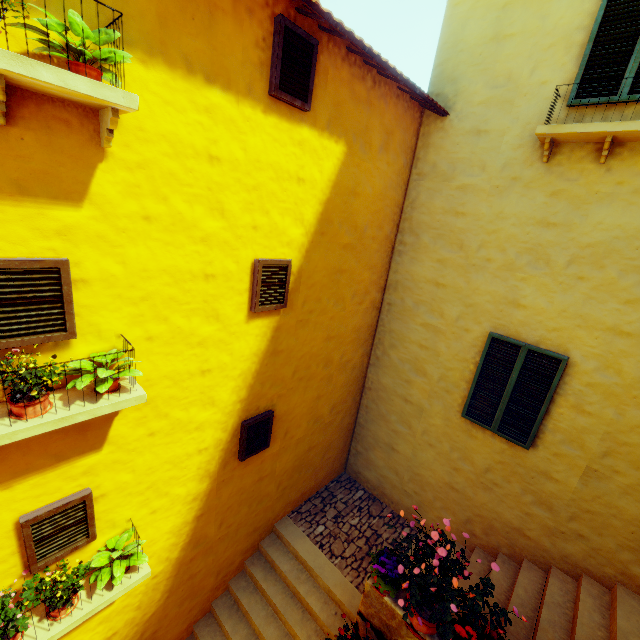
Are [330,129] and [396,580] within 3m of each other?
no

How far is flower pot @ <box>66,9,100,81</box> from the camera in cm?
206

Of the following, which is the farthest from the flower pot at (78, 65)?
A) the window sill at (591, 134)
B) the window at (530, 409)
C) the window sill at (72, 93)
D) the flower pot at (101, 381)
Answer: the window at (530, 409)

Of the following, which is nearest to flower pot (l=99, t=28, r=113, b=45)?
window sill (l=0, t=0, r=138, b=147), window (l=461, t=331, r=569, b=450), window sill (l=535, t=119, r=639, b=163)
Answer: window sill (l=0, t=0, r=138, b=147)

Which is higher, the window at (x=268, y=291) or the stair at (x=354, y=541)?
the window at (x=268, y=291)

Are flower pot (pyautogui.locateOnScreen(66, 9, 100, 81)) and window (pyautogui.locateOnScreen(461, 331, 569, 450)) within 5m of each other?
no

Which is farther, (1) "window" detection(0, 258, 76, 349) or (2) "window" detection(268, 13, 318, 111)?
(2) "window" detection(268, 13, 318, 111)

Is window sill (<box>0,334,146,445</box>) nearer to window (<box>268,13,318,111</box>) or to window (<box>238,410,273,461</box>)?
window (<box>268,13,318,111</box>)
